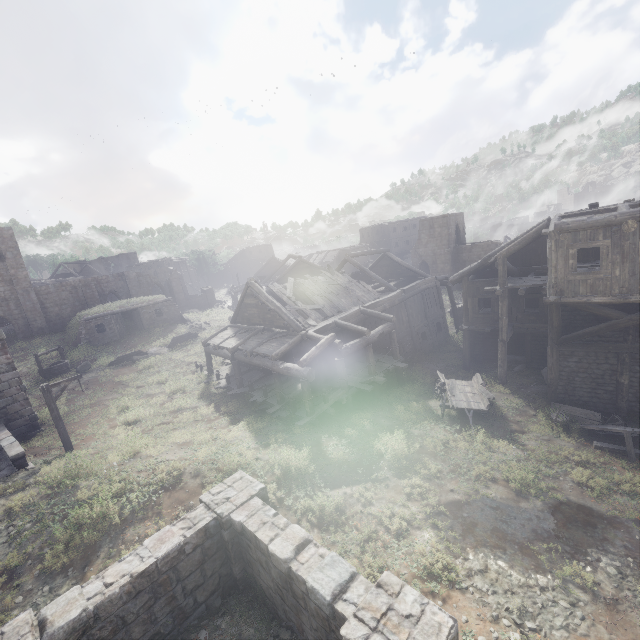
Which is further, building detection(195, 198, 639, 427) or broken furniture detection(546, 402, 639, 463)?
building detection(195, 198, 639, 427)

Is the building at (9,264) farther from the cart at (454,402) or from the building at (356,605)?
the building at (356,605)

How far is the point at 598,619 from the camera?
6.9m

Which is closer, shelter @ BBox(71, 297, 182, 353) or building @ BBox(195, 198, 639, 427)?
building @ BBox(195, 198, 639, 427)

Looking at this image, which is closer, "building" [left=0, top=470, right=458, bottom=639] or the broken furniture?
"building" [left=0, top=470, right=458, bottom=639]

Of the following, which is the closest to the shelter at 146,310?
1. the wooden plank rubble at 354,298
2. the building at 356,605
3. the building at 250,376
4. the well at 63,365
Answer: the building at 250,376

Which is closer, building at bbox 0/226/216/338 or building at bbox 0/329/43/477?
building at bbox 0/329/43/477

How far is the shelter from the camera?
29.16m
